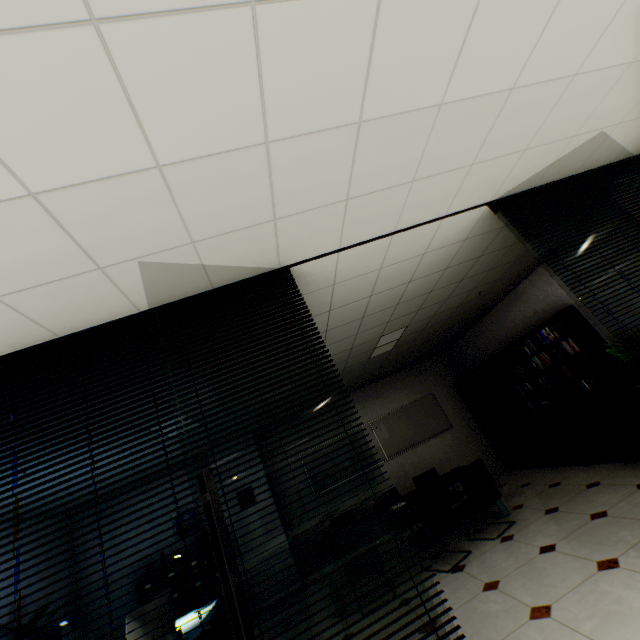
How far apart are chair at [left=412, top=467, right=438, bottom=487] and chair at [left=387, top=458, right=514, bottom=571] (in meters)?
0.70

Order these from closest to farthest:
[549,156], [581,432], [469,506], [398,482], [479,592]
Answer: [549,156]
[479,592]
[469,506]
[581,432]
[398,482]

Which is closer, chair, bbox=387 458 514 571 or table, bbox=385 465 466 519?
chair, bbox=387 458 514 571

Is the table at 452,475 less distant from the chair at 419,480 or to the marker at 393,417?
the chair at 419,480

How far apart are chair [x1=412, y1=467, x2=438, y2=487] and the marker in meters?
1.4

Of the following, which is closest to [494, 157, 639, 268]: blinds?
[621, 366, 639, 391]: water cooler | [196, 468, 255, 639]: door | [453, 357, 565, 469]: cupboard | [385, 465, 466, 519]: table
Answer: [621, 366, 639, 391]: water cooler

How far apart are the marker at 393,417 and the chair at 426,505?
2.6 meters

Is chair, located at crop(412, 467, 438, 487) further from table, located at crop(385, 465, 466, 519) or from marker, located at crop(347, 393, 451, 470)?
marker, located at crop(347, 393, 451, 470)
